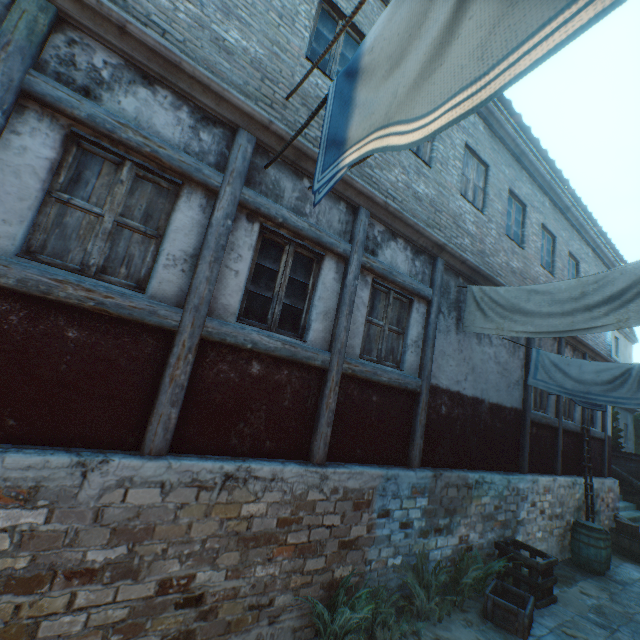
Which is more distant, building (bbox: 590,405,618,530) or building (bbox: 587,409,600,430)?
building (bbox: 587,409,600,430)

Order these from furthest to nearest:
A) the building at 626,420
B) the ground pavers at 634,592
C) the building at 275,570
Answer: the building at 626,420 < the ground pavers at 634,592 < the building at 275,570

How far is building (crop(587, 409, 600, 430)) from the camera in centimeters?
1068cm

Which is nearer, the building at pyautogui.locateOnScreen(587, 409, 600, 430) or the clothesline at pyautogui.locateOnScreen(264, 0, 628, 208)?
the clothesline at pyautogui.locateOnScreen(264, 0, 628, 208)

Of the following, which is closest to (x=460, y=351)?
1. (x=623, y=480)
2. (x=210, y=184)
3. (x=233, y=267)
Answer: (x=233, y=267)

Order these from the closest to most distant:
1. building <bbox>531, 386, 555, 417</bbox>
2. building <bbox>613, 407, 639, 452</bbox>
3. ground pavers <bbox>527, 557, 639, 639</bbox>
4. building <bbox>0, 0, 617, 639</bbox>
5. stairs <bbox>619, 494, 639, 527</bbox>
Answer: building <bbox>0, 0, 617, 639</bbox>
ground pavers <bbox>527, 557, 639, 639</bbox>
building <bbox>531, 386, 555, 417</bbox>
stairs <bbox>619, 494, 639, 527</bbox>
building <bbox>613, 407, 639, 452</bbox>

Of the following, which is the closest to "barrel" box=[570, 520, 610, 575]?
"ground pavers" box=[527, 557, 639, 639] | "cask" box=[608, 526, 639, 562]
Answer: "ground pavers" box=[527, 557, 639, 639]

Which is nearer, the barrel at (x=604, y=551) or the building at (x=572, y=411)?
the barrel at (x=604, y=551)
